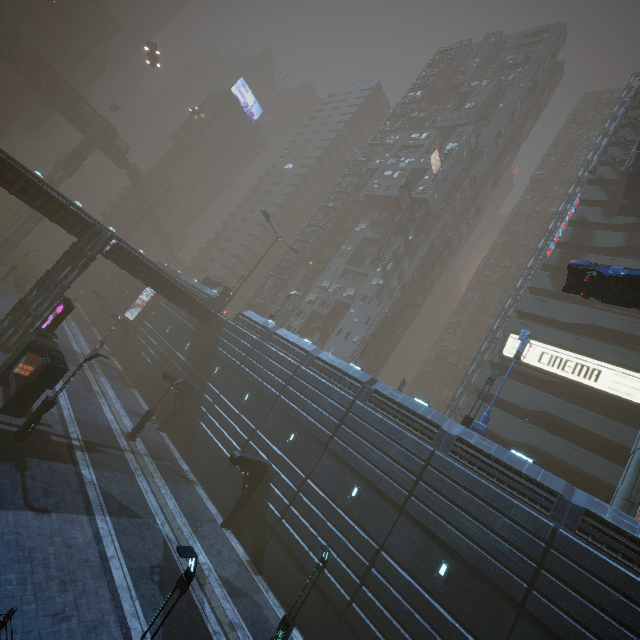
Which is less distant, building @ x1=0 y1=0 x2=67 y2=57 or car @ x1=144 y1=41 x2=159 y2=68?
car @ x1=144 y1=41 x2=159 y2=68

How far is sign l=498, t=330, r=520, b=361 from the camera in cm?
2948

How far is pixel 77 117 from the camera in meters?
57.2

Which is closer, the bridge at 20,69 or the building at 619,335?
the building at 619,335

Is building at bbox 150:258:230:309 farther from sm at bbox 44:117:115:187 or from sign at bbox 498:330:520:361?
sm at bbox 44:117:115:187

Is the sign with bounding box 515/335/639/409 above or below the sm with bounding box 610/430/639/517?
above

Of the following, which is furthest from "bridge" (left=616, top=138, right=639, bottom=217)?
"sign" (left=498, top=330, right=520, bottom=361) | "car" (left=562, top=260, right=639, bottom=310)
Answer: "sign" (left=498, top=330, right=520, bottom=361)

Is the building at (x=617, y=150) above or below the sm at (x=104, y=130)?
above
